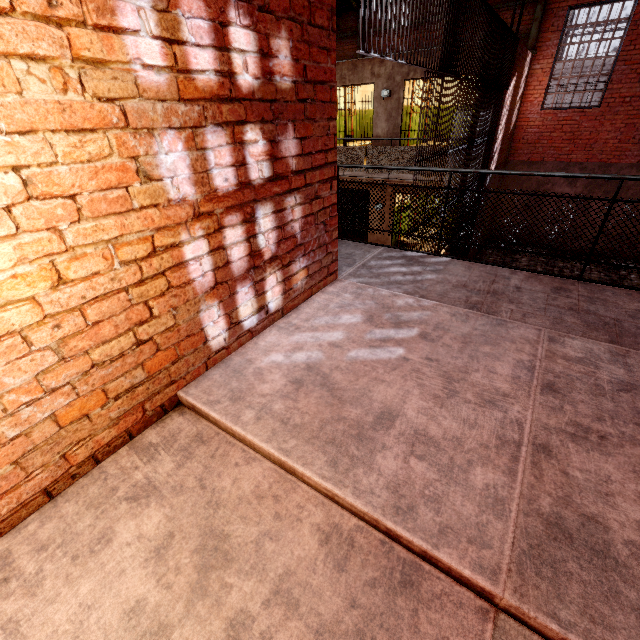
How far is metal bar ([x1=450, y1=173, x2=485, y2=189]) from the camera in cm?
639

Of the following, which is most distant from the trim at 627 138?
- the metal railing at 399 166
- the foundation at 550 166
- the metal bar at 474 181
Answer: the metal railing at 399 166

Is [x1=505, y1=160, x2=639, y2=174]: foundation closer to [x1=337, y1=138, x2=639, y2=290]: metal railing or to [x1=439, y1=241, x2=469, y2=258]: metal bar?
[x1=439, y1=241, x2=469, y2=258]: metal bar

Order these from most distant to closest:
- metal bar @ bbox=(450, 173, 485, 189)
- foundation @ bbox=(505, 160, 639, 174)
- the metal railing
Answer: foundation @ bbox=(505, 160, 639, 174) < metal bar @ bbox=(450, 173, 485, 189) < the metal railing

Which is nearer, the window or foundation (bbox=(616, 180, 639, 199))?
foundation (bbox=(616, 180, 639, 199))

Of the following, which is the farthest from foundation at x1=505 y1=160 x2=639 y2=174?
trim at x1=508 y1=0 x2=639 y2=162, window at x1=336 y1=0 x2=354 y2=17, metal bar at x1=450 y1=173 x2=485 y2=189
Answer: window at x1=336 y1=0 x2=354 y2=17

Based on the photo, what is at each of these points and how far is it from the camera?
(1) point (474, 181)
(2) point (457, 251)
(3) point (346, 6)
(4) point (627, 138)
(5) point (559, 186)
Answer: (1) metal bar, 8.0 meters
(2) metal bar, 8.3 meters
(3) window, 11.9 meters
(4) trim, 9.9 meters
(5) foundation, 11.3 meters

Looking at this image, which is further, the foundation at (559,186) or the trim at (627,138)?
the foundation at (559,186)
